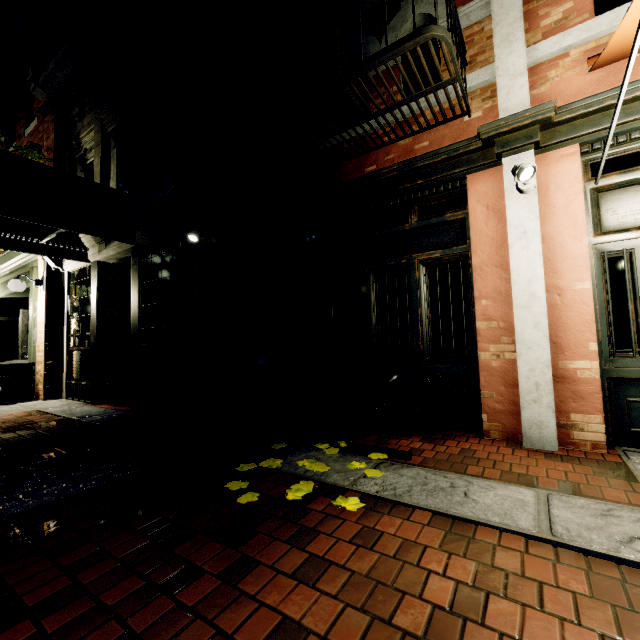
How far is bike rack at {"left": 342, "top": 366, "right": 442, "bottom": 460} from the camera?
3.15m

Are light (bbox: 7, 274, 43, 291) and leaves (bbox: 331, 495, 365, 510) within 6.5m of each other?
no

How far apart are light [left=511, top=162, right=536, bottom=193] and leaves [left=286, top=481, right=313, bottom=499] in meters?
3.4 m

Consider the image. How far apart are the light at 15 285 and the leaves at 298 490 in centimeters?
817cm

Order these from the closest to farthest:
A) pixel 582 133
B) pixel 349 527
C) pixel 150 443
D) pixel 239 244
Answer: pixel 349 527, pixel 582 133, pixel 150 443, pixel 239 244

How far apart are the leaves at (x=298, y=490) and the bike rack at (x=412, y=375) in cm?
85

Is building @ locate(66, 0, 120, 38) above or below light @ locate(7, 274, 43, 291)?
above

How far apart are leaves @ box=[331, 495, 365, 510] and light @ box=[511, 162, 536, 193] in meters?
3.2 m
